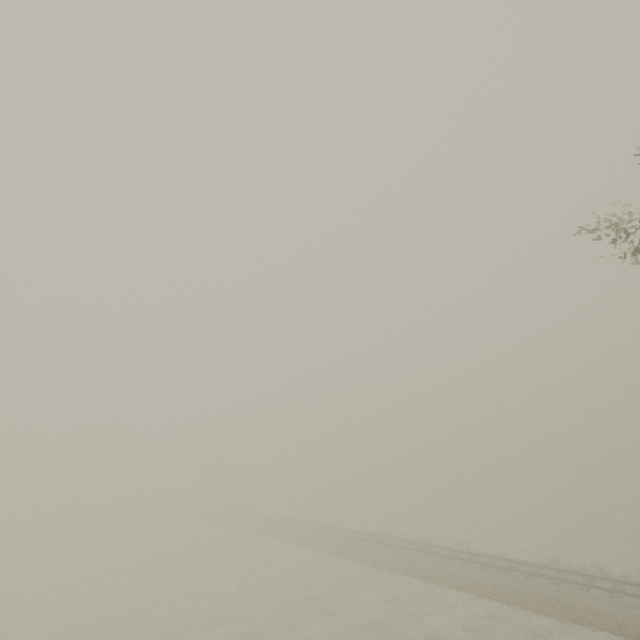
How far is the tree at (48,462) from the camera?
54.45m

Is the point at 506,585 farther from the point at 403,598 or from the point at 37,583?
the point at 37,583

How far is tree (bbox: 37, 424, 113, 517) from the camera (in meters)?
54.45
